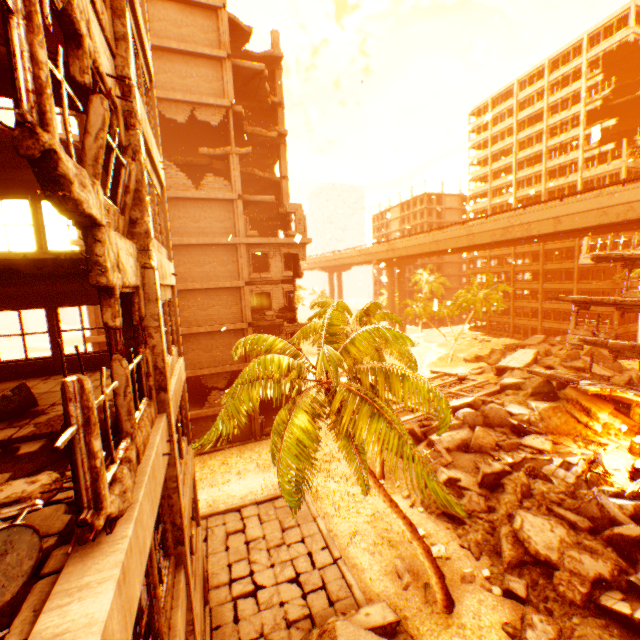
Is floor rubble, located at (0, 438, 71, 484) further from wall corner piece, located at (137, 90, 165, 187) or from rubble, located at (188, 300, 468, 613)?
wall corner piece, located at (137, 90, 165, 187)

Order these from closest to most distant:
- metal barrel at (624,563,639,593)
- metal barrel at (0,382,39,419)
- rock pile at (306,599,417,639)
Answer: metal barrel at (0,382,39,419) < rock pile at (306,599,417,639) < metal barrel at (624,563,639,593)

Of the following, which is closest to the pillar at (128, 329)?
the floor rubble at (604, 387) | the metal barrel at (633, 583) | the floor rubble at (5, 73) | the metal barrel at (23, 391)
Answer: the floor rubble at (5, 73)

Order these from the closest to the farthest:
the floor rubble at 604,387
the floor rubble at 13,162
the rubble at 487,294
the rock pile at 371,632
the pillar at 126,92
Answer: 1. the pillar at 126,92
2. the floor rubble at 13,162
3. the rock pile at 371,632
4. the floor rubble at 604,387
5. the rubble at 487,294

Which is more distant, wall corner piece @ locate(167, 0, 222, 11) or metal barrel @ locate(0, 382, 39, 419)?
wall corner piece @ locate(167, 0, 222, 11)

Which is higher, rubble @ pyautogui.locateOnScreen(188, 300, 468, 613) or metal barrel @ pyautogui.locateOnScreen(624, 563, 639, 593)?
rubble @ pyautogui.locateOnScreen(188, 300, 468, 613)

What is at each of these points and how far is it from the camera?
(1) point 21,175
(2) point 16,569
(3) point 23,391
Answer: (1) wall corner piece, 8.53m
(2) metal barrel, 2.06m
(3) metal barrel, 6.07m

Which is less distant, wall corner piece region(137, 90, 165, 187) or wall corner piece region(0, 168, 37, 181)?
wall corner piece region(137, 90, 165, 187)
